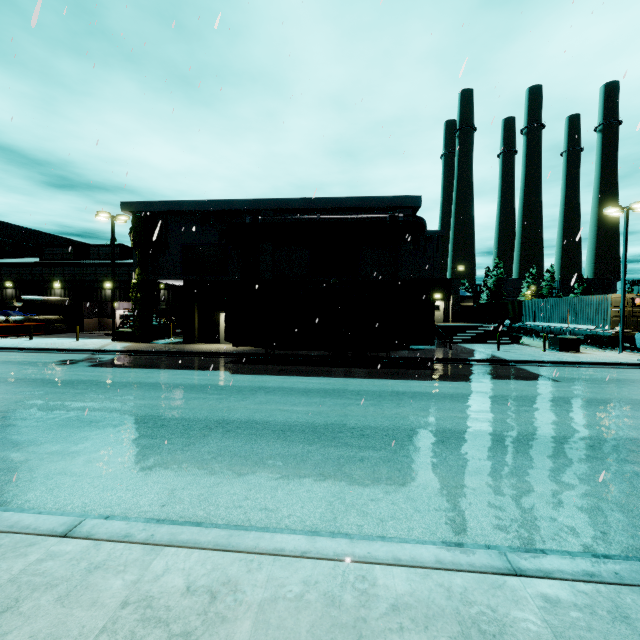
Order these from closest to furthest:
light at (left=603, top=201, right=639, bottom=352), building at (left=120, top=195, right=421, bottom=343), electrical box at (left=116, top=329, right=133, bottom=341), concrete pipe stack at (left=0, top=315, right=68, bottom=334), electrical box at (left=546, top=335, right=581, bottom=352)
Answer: light at (left=603, top=201, right=639, bottom=352)
electrical box at (left=546, top=335, right=581, bottom=352)
building at (left=120, top=195, right=421, bottom=343)
electrical box at (left=116, top=329, right=133, bottom=341)
concrete pipe stack at (left=0, top=315, right=68, bottom=334)

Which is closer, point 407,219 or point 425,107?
point 425,107

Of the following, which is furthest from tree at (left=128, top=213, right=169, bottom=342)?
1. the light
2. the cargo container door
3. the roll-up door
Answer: the cargo container door

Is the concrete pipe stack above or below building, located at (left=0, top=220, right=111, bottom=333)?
below

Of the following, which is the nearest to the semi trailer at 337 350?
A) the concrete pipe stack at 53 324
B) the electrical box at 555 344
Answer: the electrical box at 555 344

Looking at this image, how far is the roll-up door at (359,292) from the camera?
23.8 meters

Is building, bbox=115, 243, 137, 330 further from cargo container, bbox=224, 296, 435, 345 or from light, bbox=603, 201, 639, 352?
light, bbox=603, 201, 639, 352

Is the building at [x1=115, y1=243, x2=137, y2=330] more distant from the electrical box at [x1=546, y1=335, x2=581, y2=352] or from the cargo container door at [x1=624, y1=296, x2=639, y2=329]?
the cargo container door at [x1=624, y1=296, x2=639, y2=329]
